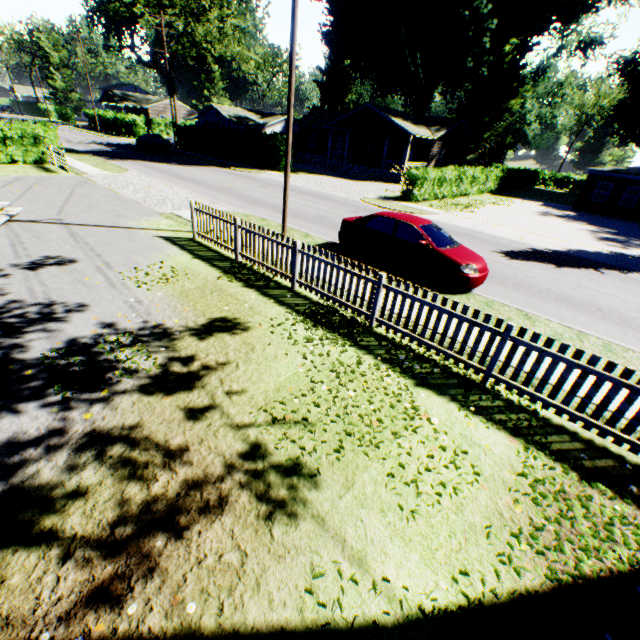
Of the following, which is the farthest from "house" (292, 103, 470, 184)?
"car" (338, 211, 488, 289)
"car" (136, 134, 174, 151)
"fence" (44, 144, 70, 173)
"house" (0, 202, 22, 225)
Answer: "house" (0, 202, 22, 225)

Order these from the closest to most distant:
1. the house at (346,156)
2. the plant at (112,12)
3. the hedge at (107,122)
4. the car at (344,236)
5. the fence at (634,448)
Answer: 1. the fence at (634,448)
2. the car at (344,236)
3. the house at (346,156)
4. the hedge at (107,122)
5. the plant at (112,12)

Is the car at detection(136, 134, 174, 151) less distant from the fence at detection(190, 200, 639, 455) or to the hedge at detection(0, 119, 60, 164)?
the hedge at detection(0, 119, 60, 164)

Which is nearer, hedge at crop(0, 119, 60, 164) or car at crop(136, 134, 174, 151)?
hedge at crop(0, 119, 60, 164)

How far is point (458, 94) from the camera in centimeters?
4728cm

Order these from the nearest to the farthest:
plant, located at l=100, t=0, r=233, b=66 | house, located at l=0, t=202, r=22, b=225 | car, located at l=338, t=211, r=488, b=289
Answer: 1. car, located at l=338, t=211, r=488, b=289
2. house, located at l=0, t=202, r=22, b=225
3. plant, located at l=100, t=0, r=233, b=66

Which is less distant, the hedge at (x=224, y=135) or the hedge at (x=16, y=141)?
the hedge at (x=16, y=141)

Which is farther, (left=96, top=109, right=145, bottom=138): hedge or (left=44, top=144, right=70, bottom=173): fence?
(left=96, top=109, right=145, bottom=138): hedge
